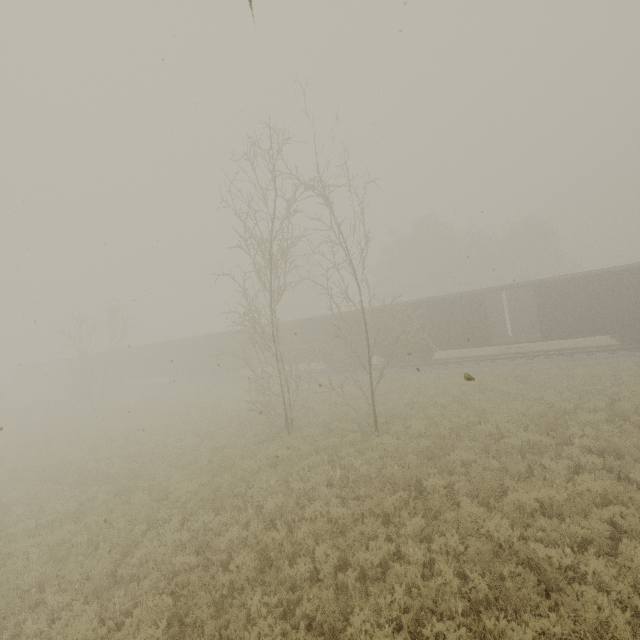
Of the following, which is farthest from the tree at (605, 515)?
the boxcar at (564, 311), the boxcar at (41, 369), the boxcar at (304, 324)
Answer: the boxcar at (41, 369)

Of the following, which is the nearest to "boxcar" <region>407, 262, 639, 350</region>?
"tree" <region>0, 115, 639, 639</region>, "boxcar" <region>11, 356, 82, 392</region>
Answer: "tree" <region>0, 115, 639, 639</region>

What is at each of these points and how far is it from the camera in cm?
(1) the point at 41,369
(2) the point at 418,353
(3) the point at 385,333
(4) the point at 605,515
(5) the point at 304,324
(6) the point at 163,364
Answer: (1) boxcar, 5269
(2) boxcar, 2384
(3) boxcar, 2423
(4) tree, 656
(5) boxcar, 2719
(6) boxcar, 3506

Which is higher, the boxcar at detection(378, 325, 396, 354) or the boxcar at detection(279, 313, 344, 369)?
the boxcar at detection(279, 313, 344, 369)

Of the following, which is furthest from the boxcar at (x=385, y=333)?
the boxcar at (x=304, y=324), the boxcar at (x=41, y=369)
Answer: the boxcar at (x=41, y=369)

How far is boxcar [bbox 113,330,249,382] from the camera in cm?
3089

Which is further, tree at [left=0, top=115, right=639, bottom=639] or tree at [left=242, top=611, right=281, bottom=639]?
tree at [left=0, top=115, right=639, bottom=639]
